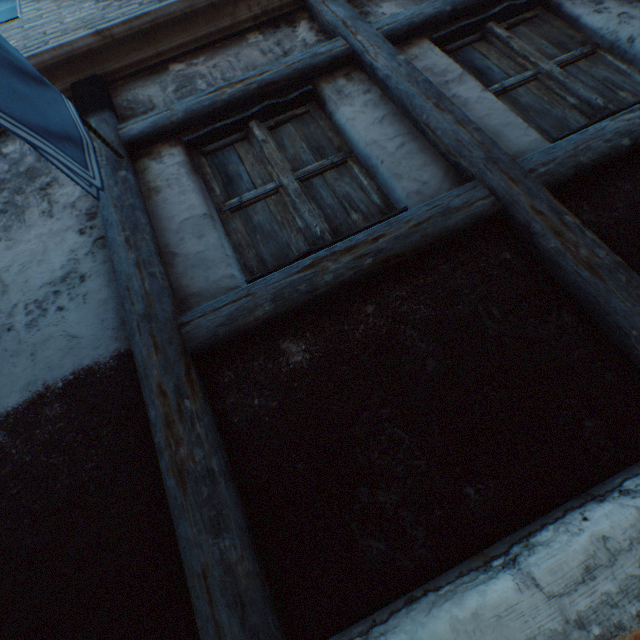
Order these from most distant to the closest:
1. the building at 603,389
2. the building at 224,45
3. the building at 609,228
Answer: the building at 224,45 < the building at 609,228 < the building at 603,389

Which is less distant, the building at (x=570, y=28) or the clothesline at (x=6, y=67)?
the clothesline at (x=6, y=67)

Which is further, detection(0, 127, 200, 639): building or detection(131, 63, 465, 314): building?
detection(131, 63, 465, 314): building

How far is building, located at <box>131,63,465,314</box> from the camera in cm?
184

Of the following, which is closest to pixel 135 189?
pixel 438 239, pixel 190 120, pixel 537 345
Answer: pixel 190 120

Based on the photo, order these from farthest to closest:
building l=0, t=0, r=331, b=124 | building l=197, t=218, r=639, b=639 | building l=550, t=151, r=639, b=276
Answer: building l=0, t=0, r=331, b=124
building l=550, t=151, r=639, b=276
building l=197, t=218, r=639, b=639
